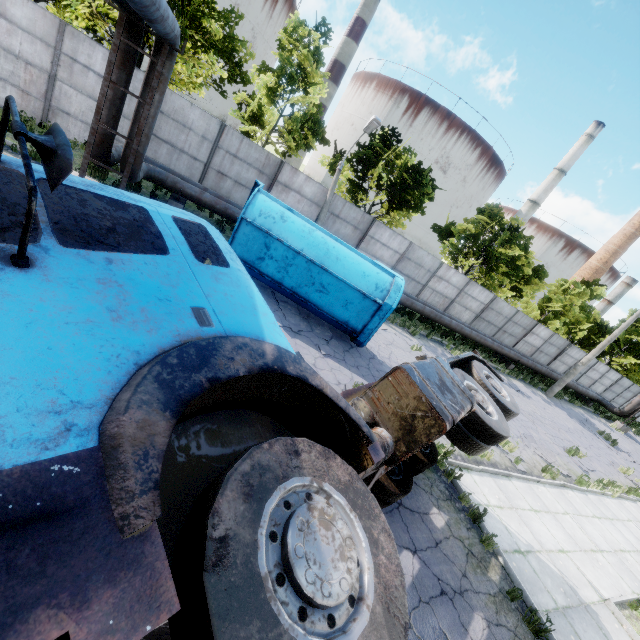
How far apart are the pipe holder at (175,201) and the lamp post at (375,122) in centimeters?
556cm

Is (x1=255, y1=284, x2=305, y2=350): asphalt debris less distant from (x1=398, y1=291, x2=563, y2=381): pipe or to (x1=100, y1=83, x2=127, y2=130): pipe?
(x1=100, y1=83, x2=127, y2=130): pipe

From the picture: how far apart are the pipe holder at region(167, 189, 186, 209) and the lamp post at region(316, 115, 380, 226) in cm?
556

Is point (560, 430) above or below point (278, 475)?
below

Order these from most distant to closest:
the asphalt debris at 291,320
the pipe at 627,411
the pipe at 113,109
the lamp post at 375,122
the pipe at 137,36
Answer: the pipe at 627,411 → the lamp post at 375,122 → the asphalt debris at 291,320 → the pipe at 113,109 → the pipe at 137,36

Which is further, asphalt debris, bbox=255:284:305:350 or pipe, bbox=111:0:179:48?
asphalt debris, bbox=255:284:305:350

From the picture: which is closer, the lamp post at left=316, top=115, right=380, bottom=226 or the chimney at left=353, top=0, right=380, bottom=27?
the lamp post at left=316, top=115, right=380, bottom=226

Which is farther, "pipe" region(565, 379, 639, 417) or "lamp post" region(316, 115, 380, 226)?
"pipe" region(565, 379, 639, 417)
